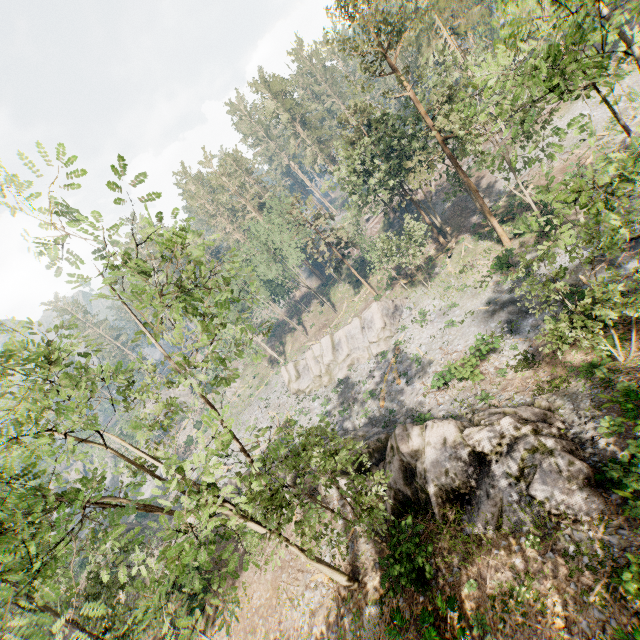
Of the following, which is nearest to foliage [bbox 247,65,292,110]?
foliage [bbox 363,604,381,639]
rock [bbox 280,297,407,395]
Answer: foliage [bbox 363,604,381,639]

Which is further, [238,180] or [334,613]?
[238,180]

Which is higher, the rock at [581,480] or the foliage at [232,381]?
the foliage at [232,381]

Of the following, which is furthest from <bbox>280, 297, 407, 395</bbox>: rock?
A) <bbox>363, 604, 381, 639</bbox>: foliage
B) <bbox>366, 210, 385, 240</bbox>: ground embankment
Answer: <bbox>366, 210, 385, 240</bbox>: ground embankment

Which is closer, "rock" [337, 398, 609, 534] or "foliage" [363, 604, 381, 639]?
"rock" [337, 398, 609, 534]

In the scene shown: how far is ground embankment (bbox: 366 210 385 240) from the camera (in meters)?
59.44

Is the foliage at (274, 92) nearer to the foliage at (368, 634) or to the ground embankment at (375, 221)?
the ground embankment at (375, 221)

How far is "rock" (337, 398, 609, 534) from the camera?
12.7m
